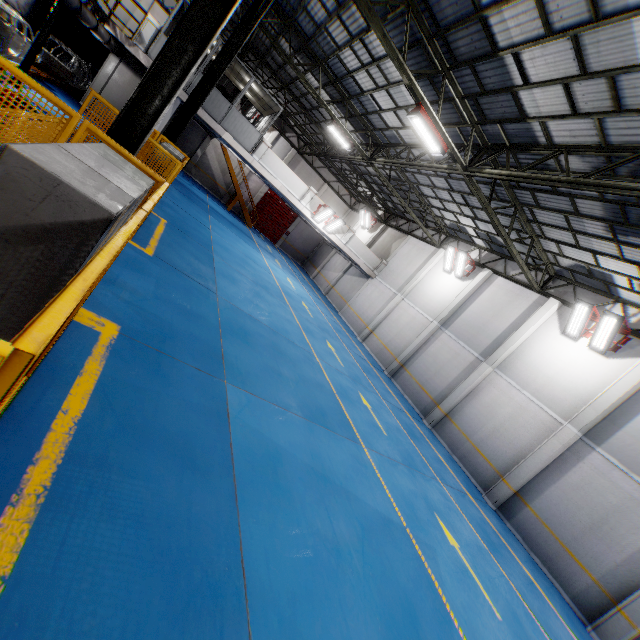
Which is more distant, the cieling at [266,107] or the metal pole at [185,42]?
the cieling at [266,107]

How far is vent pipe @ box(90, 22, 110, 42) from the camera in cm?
1255

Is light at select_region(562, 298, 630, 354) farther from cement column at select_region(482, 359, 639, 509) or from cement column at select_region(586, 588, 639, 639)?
cement column at select_region(586, 588, 639, 639)

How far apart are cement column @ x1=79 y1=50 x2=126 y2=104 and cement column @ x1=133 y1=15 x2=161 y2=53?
3.63m

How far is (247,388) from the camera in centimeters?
618cm

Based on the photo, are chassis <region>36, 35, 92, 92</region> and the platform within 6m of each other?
yes

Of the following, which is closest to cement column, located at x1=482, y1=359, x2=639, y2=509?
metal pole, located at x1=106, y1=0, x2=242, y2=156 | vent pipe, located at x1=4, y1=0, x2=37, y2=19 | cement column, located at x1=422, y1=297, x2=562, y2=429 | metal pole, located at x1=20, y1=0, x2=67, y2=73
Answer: cement column, located at x1=422, y1=297, x2=562, y2=429

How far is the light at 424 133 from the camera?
9.50m
